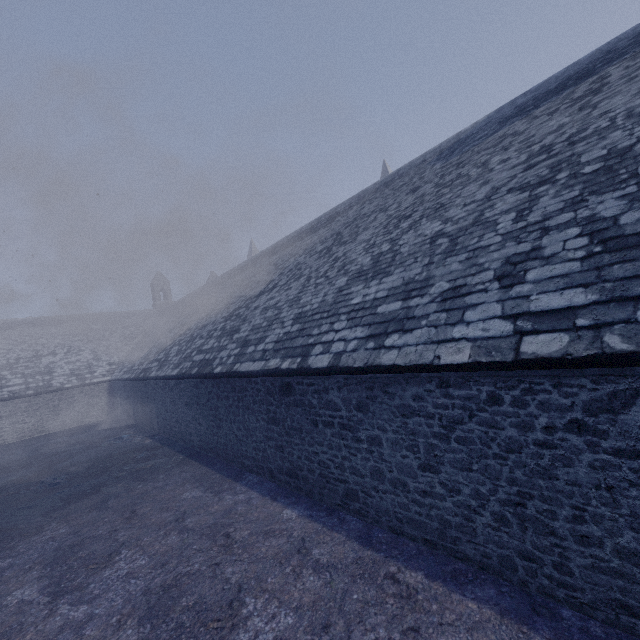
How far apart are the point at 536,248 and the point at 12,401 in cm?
2931
